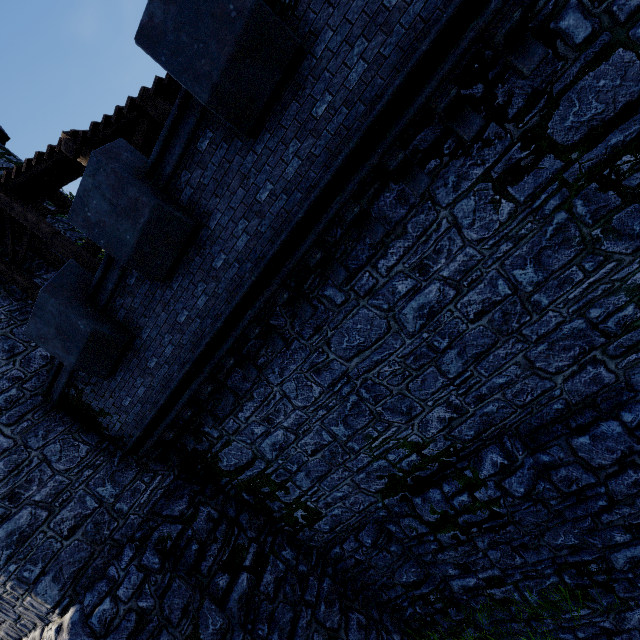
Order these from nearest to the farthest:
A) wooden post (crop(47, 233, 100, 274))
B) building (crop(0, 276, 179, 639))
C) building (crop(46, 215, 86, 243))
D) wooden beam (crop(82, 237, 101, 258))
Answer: building (crop(0, 276, 179, 639)) → wooden post (crop(47, 233, 100, 274)) → wooden beam (crop(82, 237, 101, 258)) → building (crop(46, 215, 86, 243))

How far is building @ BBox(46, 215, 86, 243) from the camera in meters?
11.9 m

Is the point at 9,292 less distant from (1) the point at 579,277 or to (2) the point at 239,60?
(2) the point at 239,60

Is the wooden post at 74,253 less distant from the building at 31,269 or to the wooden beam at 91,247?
the wooden beam at 91,247

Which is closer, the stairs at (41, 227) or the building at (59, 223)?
the stairs at (41, 227)

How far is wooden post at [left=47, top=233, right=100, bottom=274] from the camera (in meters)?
8.41

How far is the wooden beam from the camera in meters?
9.9 m
